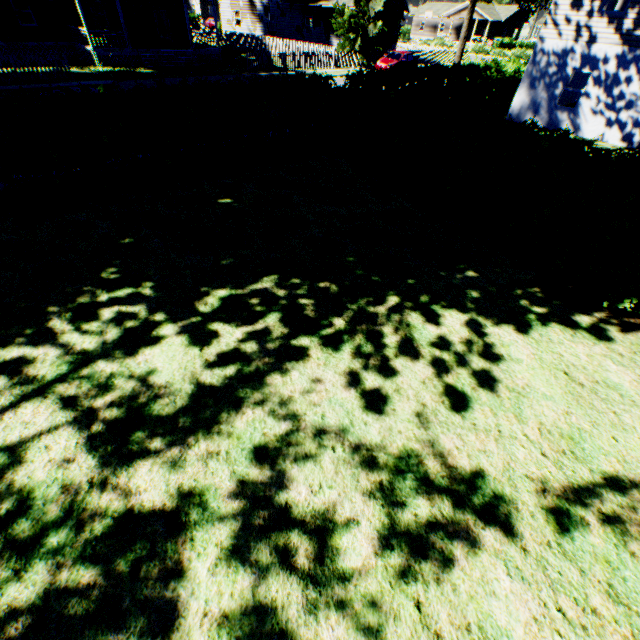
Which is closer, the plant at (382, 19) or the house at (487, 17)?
the plant at (382, 19)

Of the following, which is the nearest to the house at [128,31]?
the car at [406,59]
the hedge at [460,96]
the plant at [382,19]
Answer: the plant at [382,19]

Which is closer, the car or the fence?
the fence

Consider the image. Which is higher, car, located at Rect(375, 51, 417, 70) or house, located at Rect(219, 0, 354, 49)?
house, located at Rect(219, 0, 354, 49)

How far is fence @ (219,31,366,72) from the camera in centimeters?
2580cm

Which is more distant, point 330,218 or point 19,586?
point 330,218

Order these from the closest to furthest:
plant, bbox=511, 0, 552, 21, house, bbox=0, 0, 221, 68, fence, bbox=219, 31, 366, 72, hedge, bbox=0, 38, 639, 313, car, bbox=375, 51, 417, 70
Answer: hedge, bbox=0, 38, 639, 313
house, bbox=0, 0, 221, 68
fence, bbox=219, 31, 366, 72
car, bbox=375, 51, 417, 70
plant, bbox=511, 0, 552, 21

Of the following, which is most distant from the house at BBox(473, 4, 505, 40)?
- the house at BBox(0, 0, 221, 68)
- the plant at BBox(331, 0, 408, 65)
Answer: the house at BBox(0, 0, 221, 68)
